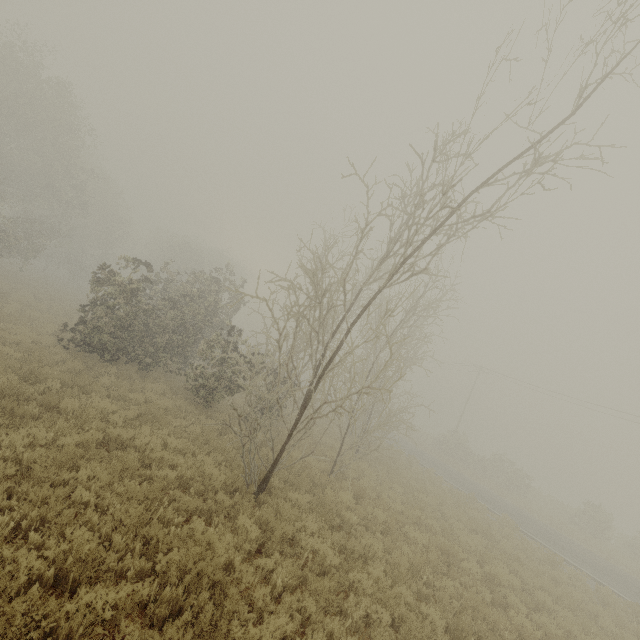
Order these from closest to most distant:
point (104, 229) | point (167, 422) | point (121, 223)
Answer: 1. point (167, 422)
2. point (104, 229)
3. point (121, 223)
